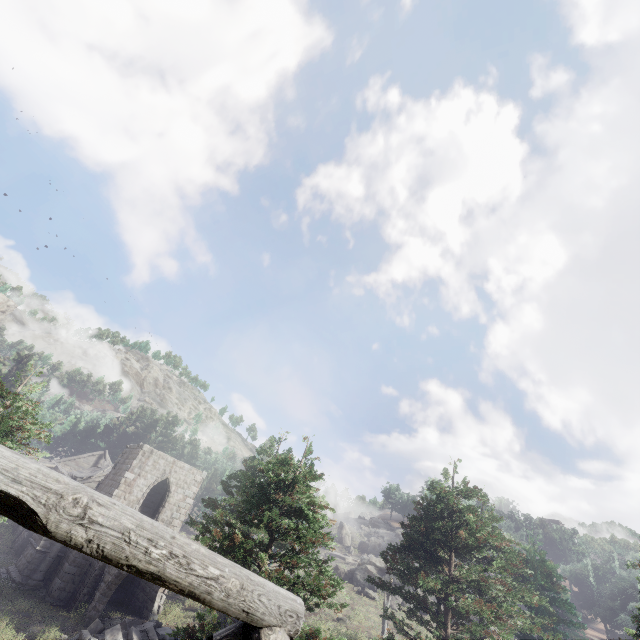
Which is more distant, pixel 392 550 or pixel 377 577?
pixel 377 577

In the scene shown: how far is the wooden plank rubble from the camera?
30.7 meters

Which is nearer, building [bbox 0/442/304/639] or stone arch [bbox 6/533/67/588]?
building [bbox 0/442/304/639]

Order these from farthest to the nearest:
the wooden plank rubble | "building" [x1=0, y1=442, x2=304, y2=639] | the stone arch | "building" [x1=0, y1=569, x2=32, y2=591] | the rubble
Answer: the wooden plank rubble, the stone arch, "building" [x1=0, y1=569, x2=32, y2=591], the rubble, "building" [x1=0, y1=442, x2=304, y2=639]

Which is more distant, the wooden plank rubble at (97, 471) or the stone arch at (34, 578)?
the wooden plank rubble at (97, 471)

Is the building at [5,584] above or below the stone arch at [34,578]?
below

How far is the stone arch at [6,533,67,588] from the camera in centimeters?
2072cm

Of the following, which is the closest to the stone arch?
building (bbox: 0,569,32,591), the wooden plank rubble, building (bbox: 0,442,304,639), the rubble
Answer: building (bbox: 0,569,32,591)
